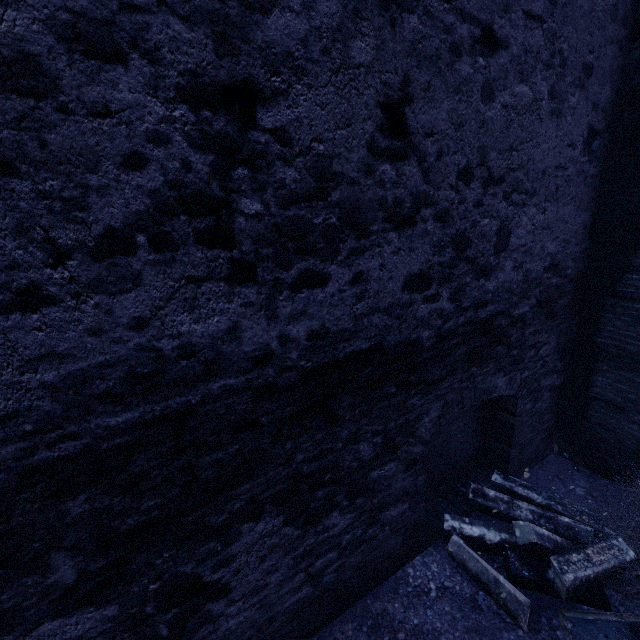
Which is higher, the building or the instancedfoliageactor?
the building

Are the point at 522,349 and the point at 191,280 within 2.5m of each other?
no

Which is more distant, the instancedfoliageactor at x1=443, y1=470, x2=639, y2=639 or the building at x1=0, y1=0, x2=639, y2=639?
the instancedfoliageactor at x1=443, y1=470, x2=639, y2=639

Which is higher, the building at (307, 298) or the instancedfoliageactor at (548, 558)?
the building at (307, 298)

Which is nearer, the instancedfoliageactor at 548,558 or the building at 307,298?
the building at 307,298
